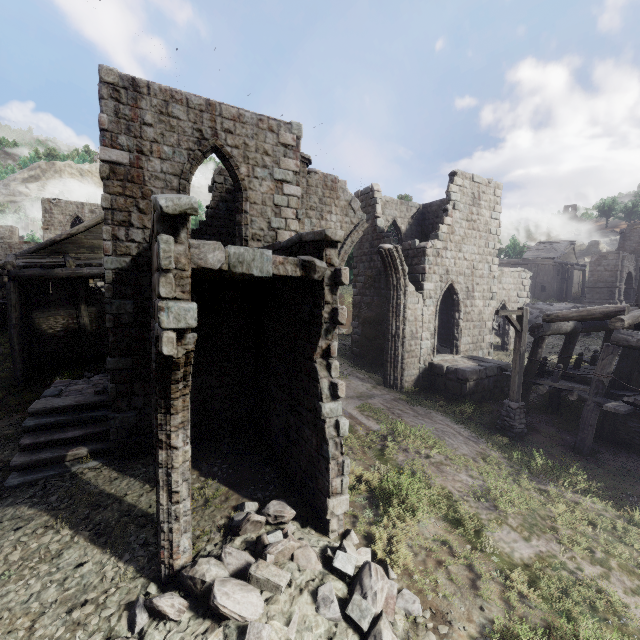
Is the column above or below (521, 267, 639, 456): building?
above

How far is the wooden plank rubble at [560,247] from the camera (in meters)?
46.13

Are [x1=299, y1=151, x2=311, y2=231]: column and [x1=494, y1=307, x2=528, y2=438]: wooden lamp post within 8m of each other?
yes

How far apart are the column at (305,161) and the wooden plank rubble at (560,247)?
47.37m

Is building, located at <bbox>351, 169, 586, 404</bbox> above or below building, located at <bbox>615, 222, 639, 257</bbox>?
below

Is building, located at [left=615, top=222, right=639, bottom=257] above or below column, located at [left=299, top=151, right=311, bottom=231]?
above

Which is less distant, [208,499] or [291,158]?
[208,499]
